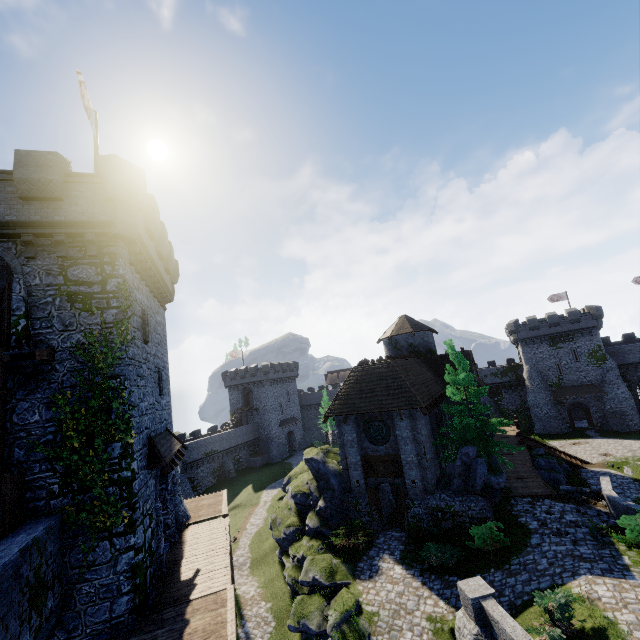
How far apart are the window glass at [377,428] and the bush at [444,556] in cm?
602

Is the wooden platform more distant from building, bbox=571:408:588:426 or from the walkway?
building, bbox=571:408:588:426

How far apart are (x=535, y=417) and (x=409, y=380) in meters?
37.8

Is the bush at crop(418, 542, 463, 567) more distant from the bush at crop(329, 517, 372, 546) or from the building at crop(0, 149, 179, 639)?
the building at crop(0, 149, 179, 639)

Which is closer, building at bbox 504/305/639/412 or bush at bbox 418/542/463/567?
bush at bbox 418/542/463/567

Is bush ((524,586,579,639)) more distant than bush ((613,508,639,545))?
No

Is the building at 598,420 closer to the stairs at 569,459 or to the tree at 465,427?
the stairs at 569,459

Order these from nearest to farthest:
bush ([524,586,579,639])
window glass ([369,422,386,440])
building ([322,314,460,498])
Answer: bush ([524,586,579,639]) < building ([322,314,460,498]) < window glass ([369,422,386,440])
